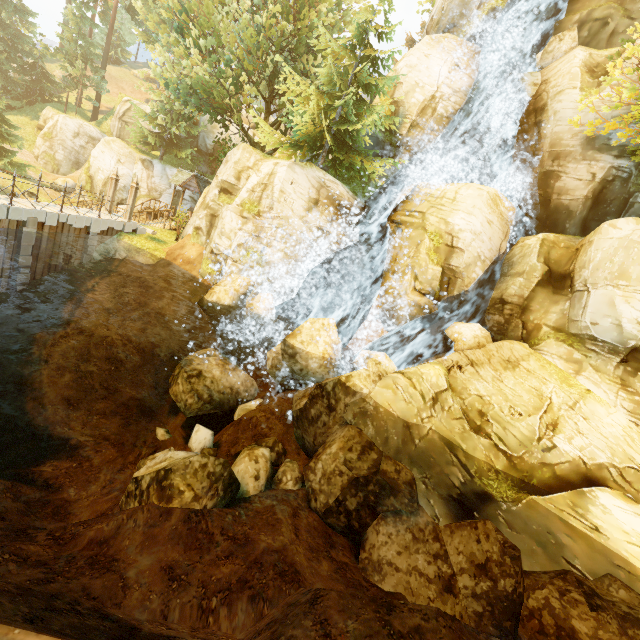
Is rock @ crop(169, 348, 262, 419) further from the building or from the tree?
the building

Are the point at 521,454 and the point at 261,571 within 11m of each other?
yes

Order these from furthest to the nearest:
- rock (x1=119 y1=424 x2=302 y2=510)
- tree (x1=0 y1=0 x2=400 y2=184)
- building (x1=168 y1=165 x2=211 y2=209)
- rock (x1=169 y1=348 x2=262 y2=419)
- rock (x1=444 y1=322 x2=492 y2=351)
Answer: building (x1=168 y1=165 x2=211 y2=209) → tree (x1=0 y1=0 x2=400 y2=184) → rock (x1=169 y1=348 x2=262 y2=419) → rock (x1=444 y1=322 x2=492 y2=351) → rock (x1=119 y1=424 x2=302 y2=510)

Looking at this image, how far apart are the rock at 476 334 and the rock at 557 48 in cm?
1515

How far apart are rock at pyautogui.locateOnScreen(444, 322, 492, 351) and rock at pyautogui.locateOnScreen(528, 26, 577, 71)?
15.2 meters

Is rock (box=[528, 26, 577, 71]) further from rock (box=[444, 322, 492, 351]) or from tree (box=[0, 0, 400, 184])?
rock (box=[444, 322, 492, 351])

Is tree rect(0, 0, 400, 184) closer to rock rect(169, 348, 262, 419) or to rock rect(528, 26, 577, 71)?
rock rect(528, 26, 577, 71)

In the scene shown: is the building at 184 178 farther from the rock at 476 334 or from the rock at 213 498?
the rock at 476 334
